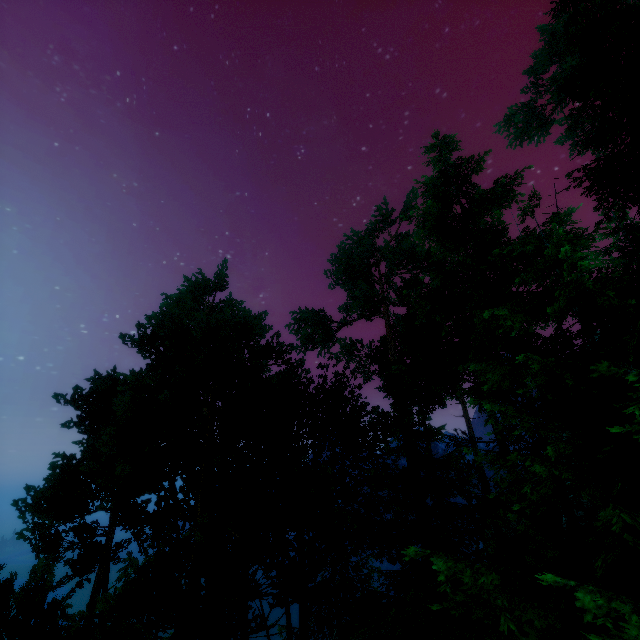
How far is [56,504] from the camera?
13.7 meters
